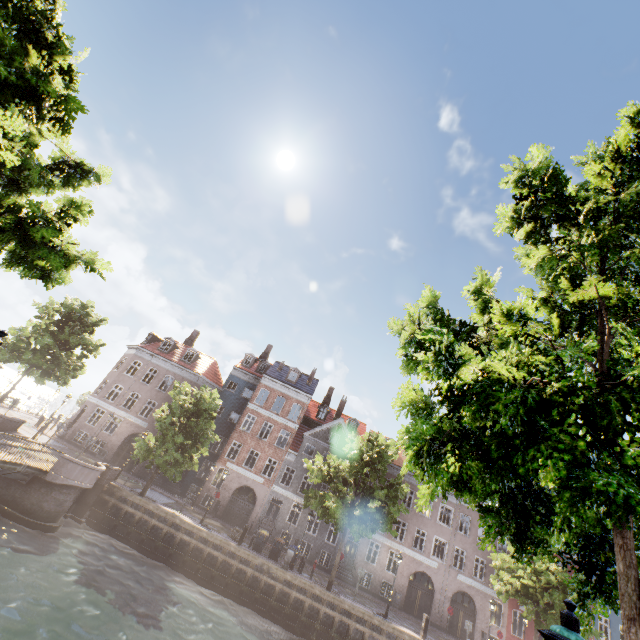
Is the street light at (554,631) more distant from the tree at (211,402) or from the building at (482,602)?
the building at (482,602)

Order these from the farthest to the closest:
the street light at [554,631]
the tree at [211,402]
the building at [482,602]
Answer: the building at [482,602], the tree at [211,402], the street light at [554,631]

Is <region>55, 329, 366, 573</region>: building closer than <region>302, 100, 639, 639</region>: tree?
No

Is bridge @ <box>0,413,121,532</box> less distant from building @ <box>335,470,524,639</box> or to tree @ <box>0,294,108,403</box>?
tree @ <box>0,294,108,403</box>

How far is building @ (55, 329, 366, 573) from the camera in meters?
30.3 m

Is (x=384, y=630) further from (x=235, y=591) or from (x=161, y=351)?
(x=161, y=351)

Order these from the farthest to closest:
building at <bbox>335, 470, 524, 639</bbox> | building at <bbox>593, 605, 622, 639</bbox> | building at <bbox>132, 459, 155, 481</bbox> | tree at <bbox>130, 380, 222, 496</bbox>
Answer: building at <bbox>132, 459, 155, 481</bbox> < building at <bbox>593, 605, 622, 639</bbox> < building at <bbox>335, 470, 524, 639</bbox> < tree at <bbox>130, 380, 222, 496</bbox>
